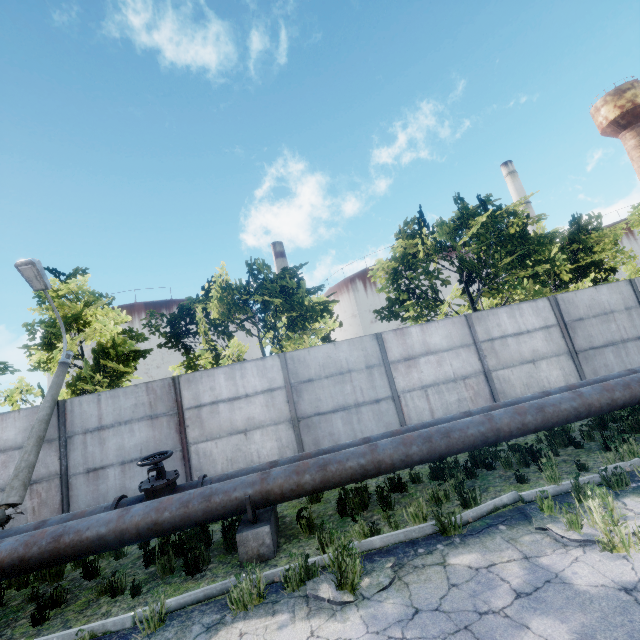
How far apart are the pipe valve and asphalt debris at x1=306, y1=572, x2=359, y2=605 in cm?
285

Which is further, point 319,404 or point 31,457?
point 319,404

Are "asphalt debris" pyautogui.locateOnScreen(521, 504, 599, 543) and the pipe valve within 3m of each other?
no

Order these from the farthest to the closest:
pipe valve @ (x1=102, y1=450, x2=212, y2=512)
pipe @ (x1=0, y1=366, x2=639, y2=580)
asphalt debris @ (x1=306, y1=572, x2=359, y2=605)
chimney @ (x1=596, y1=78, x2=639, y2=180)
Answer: chimney @ (x1=596, y1=78, x2=639, y2=180)
pipe valve @ (x1=102, y1=450, x2=212, y2=512)
pipe @ (x1=0, y1=366, x2=639, y2=580)
asphalt debris @ (x1=306, y1=572, x2=359, y2=605)

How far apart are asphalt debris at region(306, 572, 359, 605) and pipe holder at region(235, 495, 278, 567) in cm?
132

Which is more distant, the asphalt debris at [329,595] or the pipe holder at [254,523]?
the pipe holder at [254,523]

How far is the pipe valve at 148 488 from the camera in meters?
6.1
